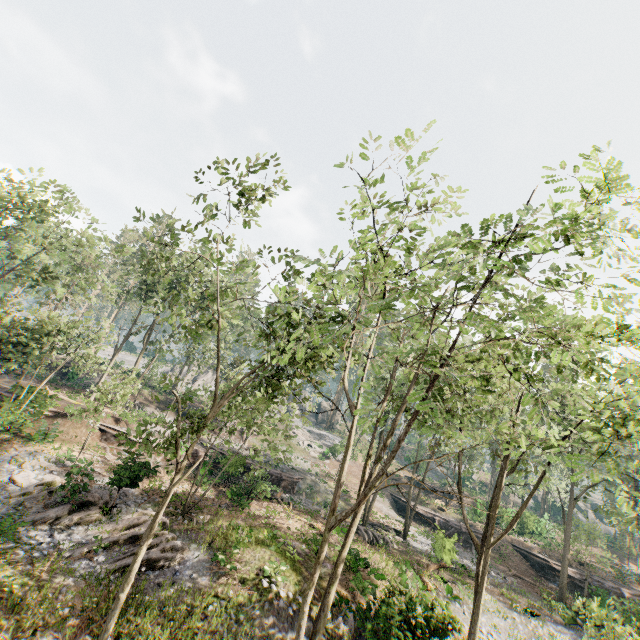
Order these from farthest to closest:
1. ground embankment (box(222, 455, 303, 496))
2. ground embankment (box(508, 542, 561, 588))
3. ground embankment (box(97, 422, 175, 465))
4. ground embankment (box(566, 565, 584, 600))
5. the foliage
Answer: ground embankment (box(508, 542, 561, 588))
ground embankment (box(566, 565, 584, 600))
ground embankment (box(222, 455, 303, 496))
ground embankment (box(97, 422, 175, 465))
the foliage

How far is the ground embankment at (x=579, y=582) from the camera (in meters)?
29.93

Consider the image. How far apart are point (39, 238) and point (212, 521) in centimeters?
2235cm

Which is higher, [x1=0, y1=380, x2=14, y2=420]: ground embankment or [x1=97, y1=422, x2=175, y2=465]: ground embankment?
[x1=0, y1=380, x2=14, y2=420]: ground embankment

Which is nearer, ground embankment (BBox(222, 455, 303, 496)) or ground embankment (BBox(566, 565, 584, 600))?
ground embankment (BBox(222, 455, 303, 496))

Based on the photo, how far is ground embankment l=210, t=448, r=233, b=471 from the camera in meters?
25.8 m

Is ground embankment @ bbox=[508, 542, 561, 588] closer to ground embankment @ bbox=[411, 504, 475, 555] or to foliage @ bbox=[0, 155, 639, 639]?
foliage @ bbox=[0, 155, 639, 639]

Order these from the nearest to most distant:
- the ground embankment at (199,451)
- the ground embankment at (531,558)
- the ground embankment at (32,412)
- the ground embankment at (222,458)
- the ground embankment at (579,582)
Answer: the ground embankment at (32,412), the ground embankment at (222,458), the ground embankment at (199,451), the ground embankment at (579,582), the ground embankment at (531,558)
